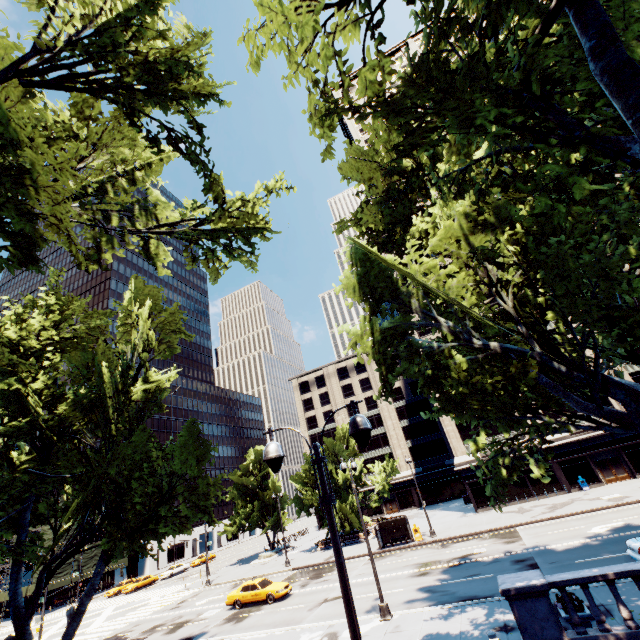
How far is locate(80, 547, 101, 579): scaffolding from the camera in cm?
5269

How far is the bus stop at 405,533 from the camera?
31.60m

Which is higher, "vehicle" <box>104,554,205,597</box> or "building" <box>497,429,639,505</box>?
"building" <box>497,429,639,505</box>

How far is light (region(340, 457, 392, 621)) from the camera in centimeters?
1575cm

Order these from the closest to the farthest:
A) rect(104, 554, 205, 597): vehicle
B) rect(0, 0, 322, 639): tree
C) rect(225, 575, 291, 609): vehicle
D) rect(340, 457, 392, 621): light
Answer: rect(0, 0, 322, 639): tree, rect(340, 457, 392, 621): light, rect(225, 575, 291, 609): vehicle, rect(104, 554, 205, 597): vehicle

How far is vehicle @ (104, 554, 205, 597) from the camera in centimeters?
4699cm

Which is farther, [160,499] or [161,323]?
[161,323]

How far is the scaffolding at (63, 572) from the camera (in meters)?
48.88
